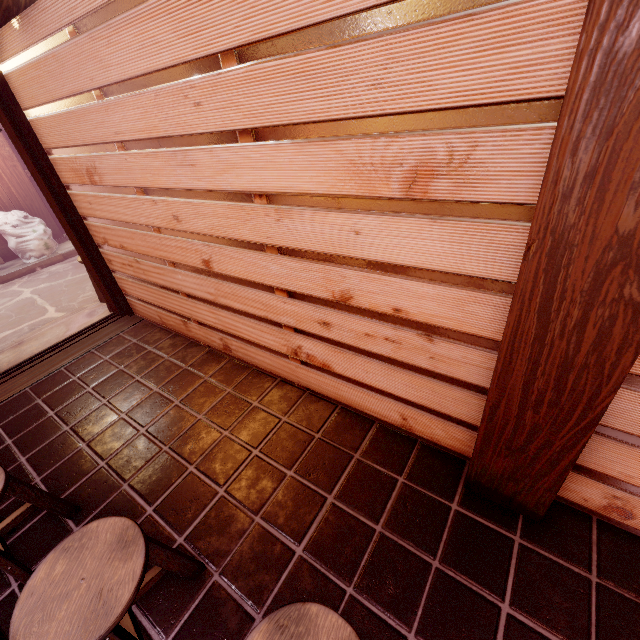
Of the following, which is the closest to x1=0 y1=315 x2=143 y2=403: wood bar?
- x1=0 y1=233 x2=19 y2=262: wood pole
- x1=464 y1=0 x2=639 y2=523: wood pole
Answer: x1=464 y1=0 x2=639 y2=523: wood pole

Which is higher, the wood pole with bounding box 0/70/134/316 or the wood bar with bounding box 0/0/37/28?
the wood bar with bounding box 0/0/37/28

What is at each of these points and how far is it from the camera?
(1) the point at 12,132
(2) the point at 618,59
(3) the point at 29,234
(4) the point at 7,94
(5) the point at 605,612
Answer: (1) door frame, 5.7 meters
(2) wood pole, 1.4 meters
(3) trash, 12.1 meters
(4) wood pole, 5.3 meters
(5) building, 2.7 meters

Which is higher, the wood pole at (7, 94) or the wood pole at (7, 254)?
the wood pole at (7, 94)

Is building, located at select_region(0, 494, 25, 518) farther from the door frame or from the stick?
the stick

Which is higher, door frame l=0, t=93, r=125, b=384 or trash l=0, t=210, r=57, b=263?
door frame l=0, t=93, r=125, b=384

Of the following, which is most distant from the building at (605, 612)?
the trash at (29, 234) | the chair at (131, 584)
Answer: the trash at (29, 234)

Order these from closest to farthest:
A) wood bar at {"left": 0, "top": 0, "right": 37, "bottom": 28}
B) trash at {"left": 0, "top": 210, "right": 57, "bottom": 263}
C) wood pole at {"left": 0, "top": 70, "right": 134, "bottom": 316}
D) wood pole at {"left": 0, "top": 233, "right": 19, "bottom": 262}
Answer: wood bar at {"left": 0, "top": 0, "right": 37, "bottom": 28}, wood pole at {"left": 0, "top": 70, "right": 134, "bottom": 316}, trash at {"left": 0, "top": 210, "right": 57, "bottom": 263}, wood pole at {"left": 0, "top": 233, "right": 19, "bottom": 262}
